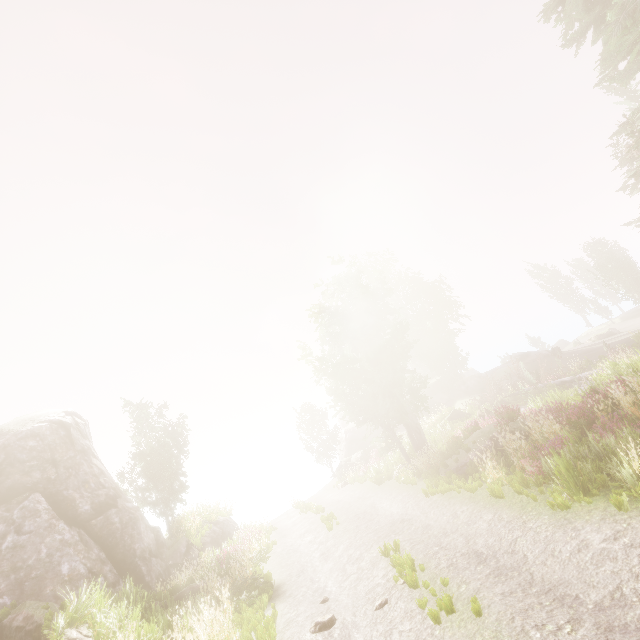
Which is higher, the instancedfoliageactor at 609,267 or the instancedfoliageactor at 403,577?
the instancedfoliageactor at 609,267

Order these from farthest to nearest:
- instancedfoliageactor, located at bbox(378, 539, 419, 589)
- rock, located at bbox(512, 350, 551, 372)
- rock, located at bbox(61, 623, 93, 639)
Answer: rock, located at bbox(512, 350, 551, 372) → rock, located at bbox(61, 623, 93, 639) → instancedfoliageactor, located at bbox(378, 539, 419, 589)

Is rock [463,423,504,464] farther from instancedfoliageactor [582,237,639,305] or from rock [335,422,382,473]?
rock [335,422,382,473]

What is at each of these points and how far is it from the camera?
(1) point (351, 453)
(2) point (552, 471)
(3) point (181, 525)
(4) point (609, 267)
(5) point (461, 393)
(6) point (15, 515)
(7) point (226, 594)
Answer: (1) rock, 41.7 meters
(2) instancedfoliageactor, 8.0 meters
(3) instancedfoliageactor, 22.2 meters
(4) instancedfoliageactor, 43.5 meters
(5) rock, 38.6 meters
(6) rock, 13.7 meters
(7) instancedfoliageactor, 9.8 meters

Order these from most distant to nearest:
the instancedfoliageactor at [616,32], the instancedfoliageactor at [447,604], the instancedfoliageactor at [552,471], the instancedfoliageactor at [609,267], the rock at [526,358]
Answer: the instancedfoliageactor at [609,267], the rock at [526,358], the instancedfoliageactor at [616,32], the instancedfoliageactor at [552,471], the instancedfoliageactor at [447,604]

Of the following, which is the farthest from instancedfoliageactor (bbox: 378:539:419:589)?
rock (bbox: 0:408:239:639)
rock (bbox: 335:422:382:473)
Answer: rock (bbox: 335:422:382:473)
